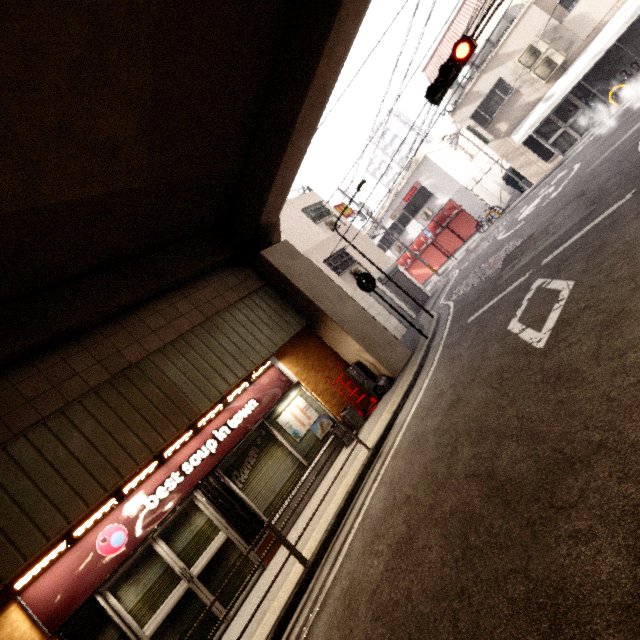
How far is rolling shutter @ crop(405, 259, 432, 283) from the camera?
23.66m

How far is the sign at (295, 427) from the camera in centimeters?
799cm

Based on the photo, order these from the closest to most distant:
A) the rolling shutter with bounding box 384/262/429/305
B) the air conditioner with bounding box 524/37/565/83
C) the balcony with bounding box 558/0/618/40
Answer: the balcony with bounding box 558/0/618/40, the air conditioner with bounding box 524/37/565/83, the rolling shutter with bounding box 384/262/429/305

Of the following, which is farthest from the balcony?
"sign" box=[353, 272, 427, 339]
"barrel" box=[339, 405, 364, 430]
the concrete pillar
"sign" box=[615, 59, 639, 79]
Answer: "barrel" box=[339, 405, 364, 430]

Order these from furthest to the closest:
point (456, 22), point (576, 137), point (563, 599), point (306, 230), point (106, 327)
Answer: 1. point (456, 22)
2. point (306, 230)
3. point (576, 137)
4. point (106, 327)
5. point (563, 599)

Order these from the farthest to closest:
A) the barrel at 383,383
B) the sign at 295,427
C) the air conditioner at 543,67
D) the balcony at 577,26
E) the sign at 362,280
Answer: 1. the air conditioner at 543,67
2. the balcony at 577,26
3. the sign at 362,280
4. the barrel at 383,383
5. the sign at 295,427

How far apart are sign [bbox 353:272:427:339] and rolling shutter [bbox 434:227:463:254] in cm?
1421

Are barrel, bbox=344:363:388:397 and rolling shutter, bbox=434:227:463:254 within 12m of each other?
no
